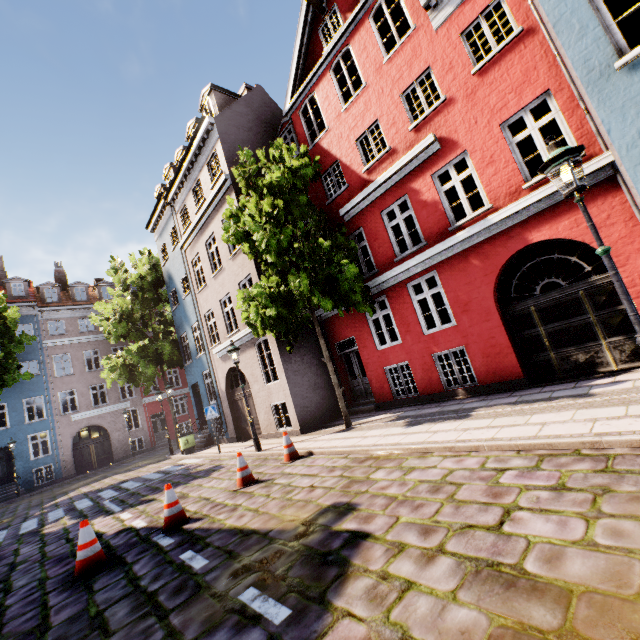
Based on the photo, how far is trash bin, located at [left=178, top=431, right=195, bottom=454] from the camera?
15.99m

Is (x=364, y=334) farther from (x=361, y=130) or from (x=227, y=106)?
(x=227, y=106)

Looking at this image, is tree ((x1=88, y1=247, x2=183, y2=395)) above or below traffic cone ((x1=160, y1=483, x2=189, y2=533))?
above

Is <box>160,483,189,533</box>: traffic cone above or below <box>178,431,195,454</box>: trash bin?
below

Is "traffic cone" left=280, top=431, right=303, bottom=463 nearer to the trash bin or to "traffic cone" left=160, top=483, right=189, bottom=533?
"traffic cone" left=160, top=483, right=189, bottom=533

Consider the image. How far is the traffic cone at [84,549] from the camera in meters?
5.1

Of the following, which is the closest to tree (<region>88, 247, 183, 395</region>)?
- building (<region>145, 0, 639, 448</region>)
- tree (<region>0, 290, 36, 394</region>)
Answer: building (<region>145, 0, 639, 448</region>)

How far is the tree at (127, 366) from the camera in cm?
1831
